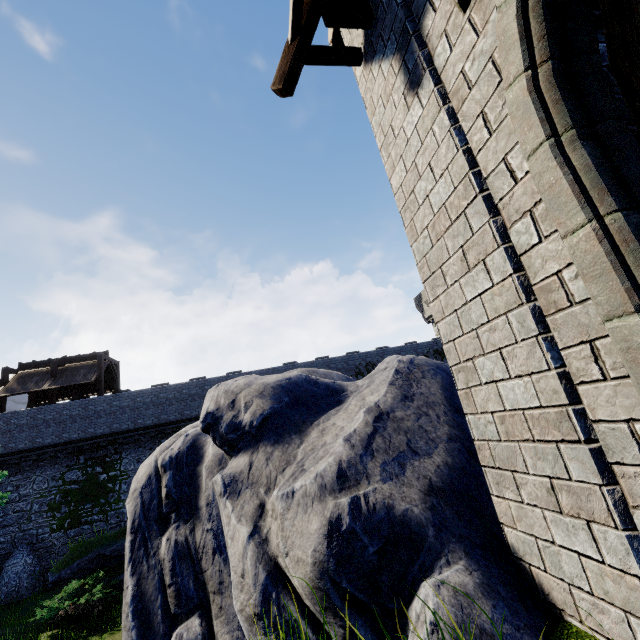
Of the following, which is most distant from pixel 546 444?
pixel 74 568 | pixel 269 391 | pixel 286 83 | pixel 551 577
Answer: pixel 74 568

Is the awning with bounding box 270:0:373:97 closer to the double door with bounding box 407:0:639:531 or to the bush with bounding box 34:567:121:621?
the double door with bounding box 407:0:639:531

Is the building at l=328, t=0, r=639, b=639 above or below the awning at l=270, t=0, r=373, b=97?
below

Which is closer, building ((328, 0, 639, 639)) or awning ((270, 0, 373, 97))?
building ((328, 0, 639, 639))

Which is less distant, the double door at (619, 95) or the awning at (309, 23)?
the double door at (619, 95)

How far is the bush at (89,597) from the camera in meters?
12.0 m

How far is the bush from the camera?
12.03m

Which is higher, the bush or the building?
the building
